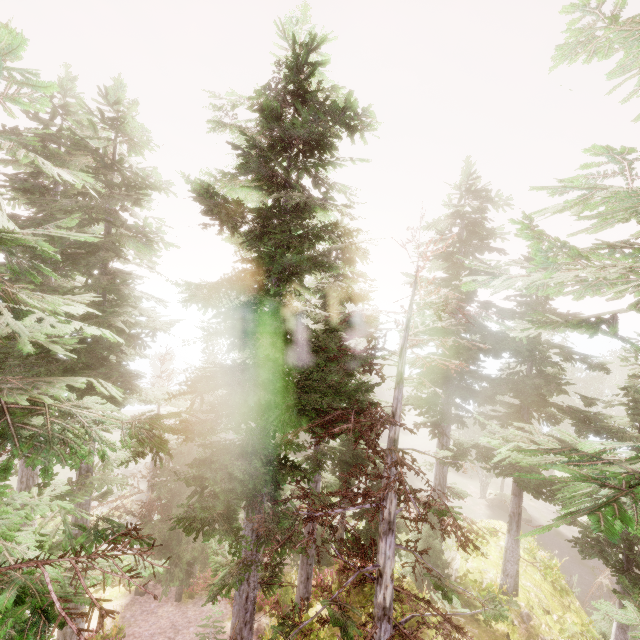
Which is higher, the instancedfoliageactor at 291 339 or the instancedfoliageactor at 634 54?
the instancedfoliageactor at 634 54

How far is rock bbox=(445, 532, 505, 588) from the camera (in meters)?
15.37

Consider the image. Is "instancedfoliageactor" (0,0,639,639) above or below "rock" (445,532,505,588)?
above

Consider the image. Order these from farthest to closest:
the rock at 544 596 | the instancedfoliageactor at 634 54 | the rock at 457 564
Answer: the rock at 457 564 < the rock at 544 596 < the instancedfoliageactor at 634 54

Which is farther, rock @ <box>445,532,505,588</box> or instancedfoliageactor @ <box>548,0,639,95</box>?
rock @ <box>445,532,505,588</box>

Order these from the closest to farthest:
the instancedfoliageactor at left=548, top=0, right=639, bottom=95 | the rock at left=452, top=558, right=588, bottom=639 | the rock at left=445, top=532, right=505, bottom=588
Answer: the instancedfoliageactor at left=548, top=0, right=639, bottom=95, the rock at left=452, top=558, right=588, bottom=639, the rock at left=445, top=532, right=505, bottom=588

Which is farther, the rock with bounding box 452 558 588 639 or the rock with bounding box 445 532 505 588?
the rock with bounding box 445 532 505 588

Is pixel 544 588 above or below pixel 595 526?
below
